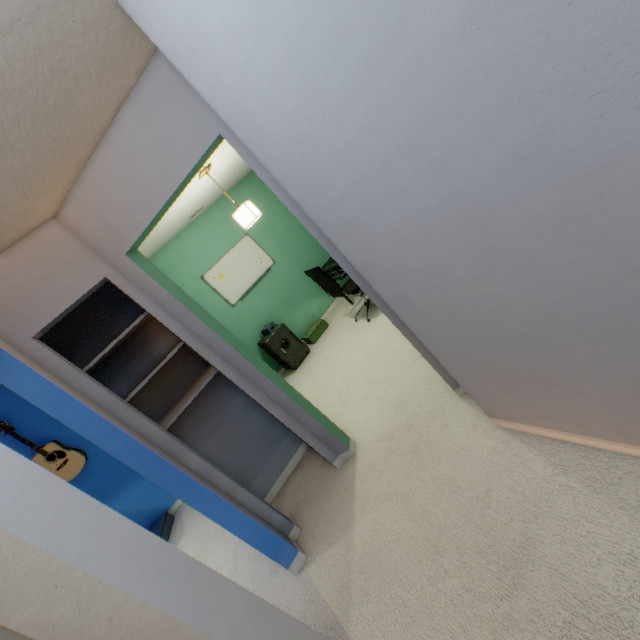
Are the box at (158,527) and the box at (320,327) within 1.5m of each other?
no

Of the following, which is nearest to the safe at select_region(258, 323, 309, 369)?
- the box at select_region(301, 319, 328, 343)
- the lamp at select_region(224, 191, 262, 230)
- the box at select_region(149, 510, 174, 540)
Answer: the box at select_region(301, 319, 328, 343)

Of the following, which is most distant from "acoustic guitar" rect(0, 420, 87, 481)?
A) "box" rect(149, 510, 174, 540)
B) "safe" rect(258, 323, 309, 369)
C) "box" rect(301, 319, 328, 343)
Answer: "box" rect(301, 319, 328, 343)

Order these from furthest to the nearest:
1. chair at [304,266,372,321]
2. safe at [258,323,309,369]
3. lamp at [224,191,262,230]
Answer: safe at [258,323,309,369] → chair at [304,266,372,321] → lamp at [224,191,262,230]

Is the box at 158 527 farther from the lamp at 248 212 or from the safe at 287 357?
the lamp at 248 212

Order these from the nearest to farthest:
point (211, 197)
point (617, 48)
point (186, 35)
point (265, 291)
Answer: point (617, 48) < point (186, 35) < point (211, 197) < point (265, 291)

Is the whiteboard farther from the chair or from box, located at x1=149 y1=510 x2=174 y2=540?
box, located at x1=149 y1=510 x2=174 y2=540

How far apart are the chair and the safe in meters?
0.9 m
